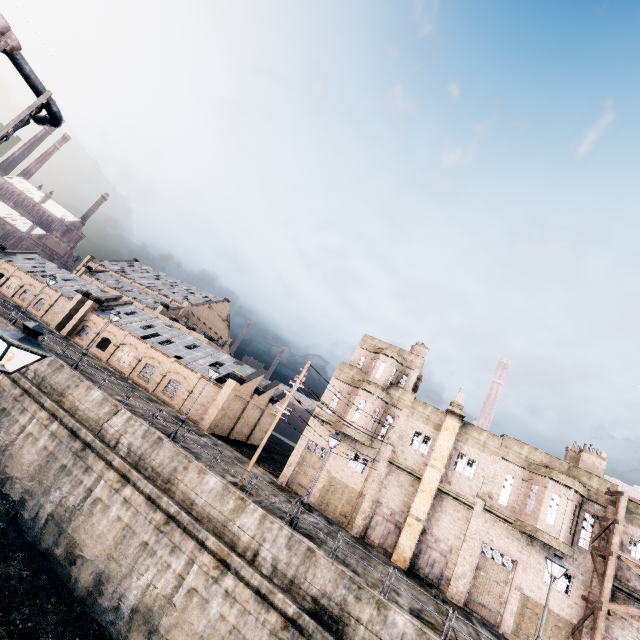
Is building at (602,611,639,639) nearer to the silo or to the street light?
the street light

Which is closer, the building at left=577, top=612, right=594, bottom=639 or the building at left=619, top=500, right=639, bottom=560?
the building at left=577, top=612, right=594, bottom=639

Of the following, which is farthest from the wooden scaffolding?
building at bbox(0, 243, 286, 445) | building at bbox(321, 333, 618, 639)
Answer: building at bbox(0, 243, 286, 445)

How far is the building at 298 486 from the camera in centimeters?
2830cm

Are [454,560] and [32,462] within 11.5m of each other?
no

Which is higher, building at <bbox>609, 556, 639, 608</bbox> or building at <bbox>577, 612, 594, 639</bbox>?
building at <bbox>609, 556, 639, 608</bbox>

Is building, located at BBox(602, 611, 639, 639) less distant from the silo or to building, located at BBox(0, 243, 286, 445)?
building, located at BBox(0, 243, 286, 445)
